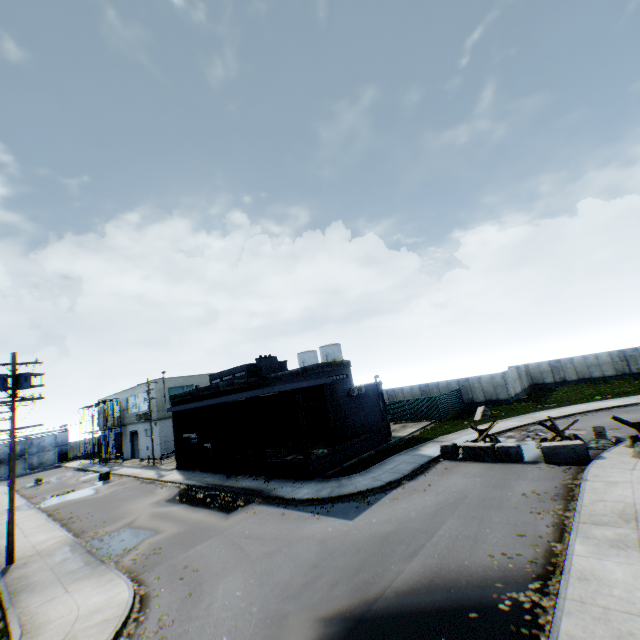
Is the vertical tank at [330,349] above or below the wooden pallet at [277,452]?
above

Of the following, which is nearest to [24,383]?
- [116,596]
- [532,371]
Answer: [116,596]

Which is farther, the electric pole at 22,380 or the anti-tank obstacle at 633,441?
the electric pole at 22,380

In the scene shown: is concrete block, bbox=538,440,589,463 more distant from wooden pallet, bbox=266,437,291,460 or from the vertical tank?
the vertical tank

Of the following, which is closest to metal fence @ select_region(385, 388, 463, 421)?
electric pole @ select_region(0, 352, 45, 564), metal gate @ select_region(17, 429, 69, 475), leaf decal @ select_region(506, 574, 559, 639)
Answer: leaf decal @ select_region(506, 574, 559, 639)

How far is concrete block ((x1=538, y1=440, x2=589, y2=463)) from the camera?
15.06m

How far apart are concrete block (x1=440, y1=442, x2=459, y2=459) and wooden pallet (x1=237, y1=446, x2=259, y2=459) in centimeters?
1366cm

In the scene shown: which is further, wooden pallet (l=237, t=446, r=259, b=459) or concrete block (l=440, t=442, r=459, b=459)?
wooden pallet (l=237, t=446, r=259, b=459)
